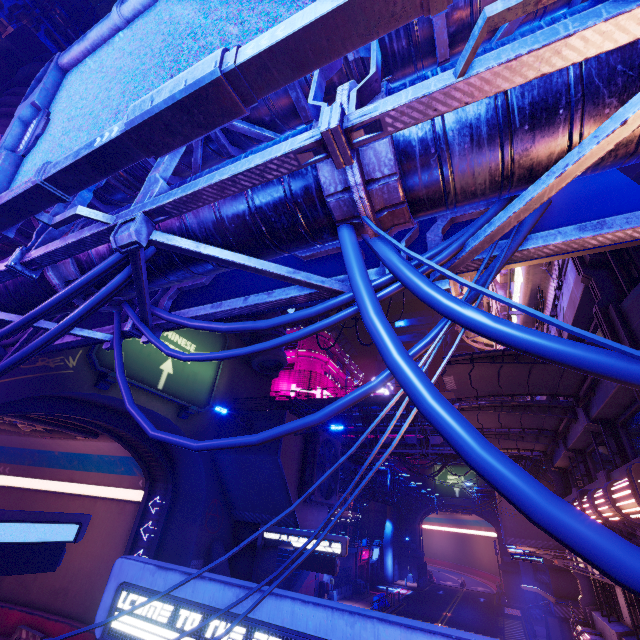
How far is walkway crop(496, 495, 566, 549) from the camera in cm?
2831

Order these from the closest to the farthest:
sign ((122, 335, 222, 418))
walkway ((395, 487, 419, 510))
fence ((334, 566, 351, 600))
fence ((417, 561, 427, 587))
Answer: sign ((122, 335, 222, 418)) < fence ((334, 566, 351, 600)) < walkway ((395, 487, 419, 510)) < fence ((417, 561, 427, 587))

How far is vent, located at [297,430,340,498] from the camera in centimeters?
1969cm

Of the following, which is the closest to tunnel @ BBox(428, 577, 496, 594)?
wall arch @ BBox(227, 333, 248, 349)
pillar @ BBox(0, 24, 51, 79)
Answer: wall arch @ BBox(227, 333, 248, 349)

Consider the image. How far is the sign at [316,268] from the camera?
5.12m

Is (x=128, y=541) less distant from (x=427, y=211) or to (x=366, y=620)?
(x=366, y=620)

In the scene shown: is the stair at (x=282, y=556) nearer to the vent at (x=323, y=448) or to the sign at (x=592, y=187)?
the vent at (x=323, y=448)

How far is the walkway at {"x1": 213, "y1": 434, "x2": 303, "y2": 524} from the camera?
18.8 meters
